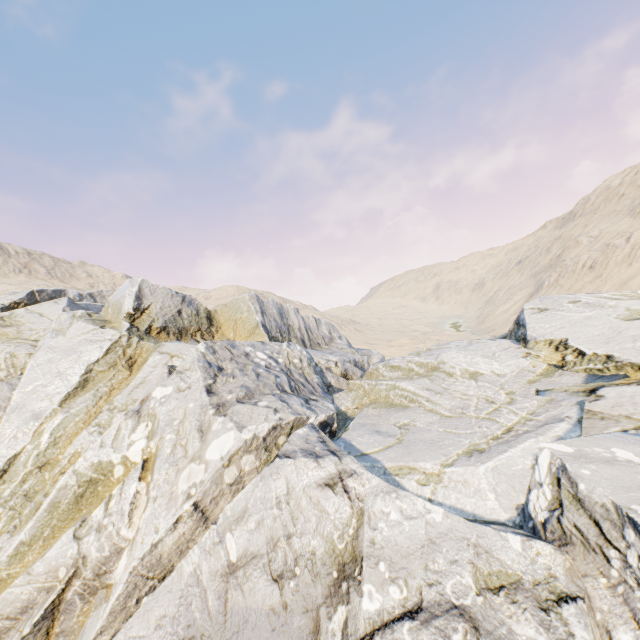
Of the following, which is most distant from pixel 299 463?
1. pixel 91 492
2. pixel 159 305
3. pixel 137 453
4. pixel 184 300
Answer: pixel 184 300
